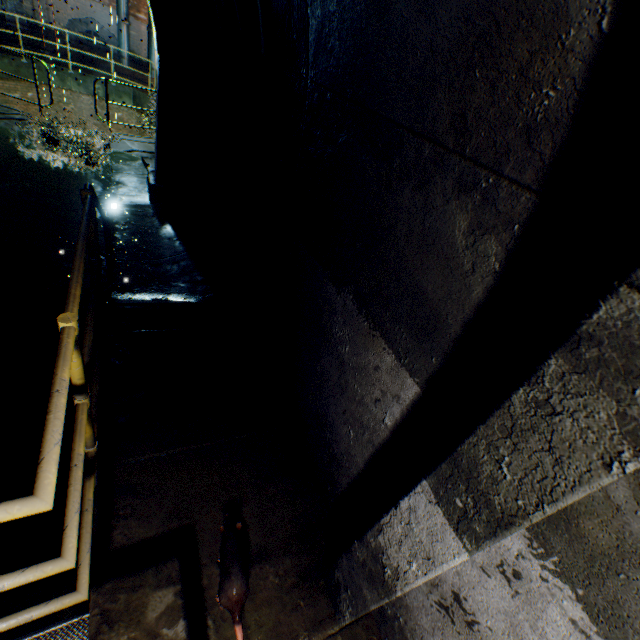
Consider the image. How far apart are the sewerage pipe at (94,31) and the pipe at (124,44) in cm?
16

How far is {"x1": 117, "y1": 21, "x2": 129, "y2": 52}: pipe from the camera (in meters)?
14.45

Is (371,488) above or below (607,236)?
below

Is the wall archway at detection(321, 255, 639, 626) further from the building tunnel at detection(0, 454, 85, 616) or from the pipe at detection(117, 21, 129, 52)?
the pipe at detection(117, 21, 129, 52)

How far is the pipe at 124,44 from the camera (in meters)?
14.45

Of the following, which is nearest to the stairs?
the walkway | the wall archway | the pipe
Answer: the walkway

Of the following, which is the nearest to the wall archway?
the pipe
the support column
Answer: the support column

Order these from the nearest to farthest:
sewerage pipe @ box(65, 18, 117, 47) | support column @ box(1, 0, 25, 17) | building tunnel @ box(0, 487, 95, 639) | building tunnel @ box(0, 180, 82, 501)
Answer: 1. building tunnel @ box(0, 487, 95, 639)
2. building tunnel @ box(0, 180, 82, 501)
3. support column @ box(1, 0, 25, 17)
4. sewerage pipe @ box(65, 18, 117, 47)
